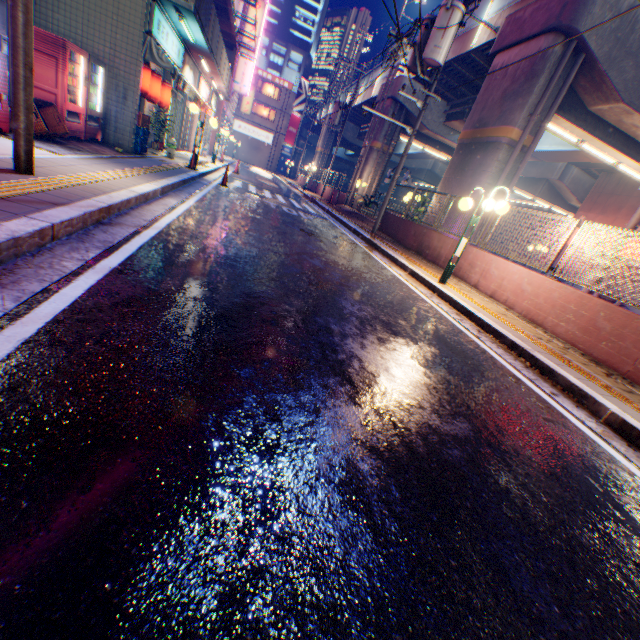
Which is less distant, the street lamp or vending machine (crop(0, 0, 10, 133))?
A: vending machine (crop(0, 0, 10, 133))

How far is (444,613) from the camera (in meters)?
1.35

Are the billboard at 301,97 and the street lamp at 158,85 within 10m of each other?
no

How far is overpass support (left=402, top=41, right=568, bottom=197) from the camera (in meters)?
11.01

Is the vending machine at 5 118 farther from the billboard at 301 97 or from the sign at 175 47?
the billboard at 301 97

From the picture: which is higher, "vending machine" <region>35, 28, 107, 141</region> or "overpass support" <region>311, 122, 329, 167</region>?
"overpass support" <region>311, 122, 329, 167</region>

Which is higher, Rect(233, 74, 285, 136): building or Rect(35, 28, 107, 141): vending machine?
Rect(233, 74, 285, 136): building
